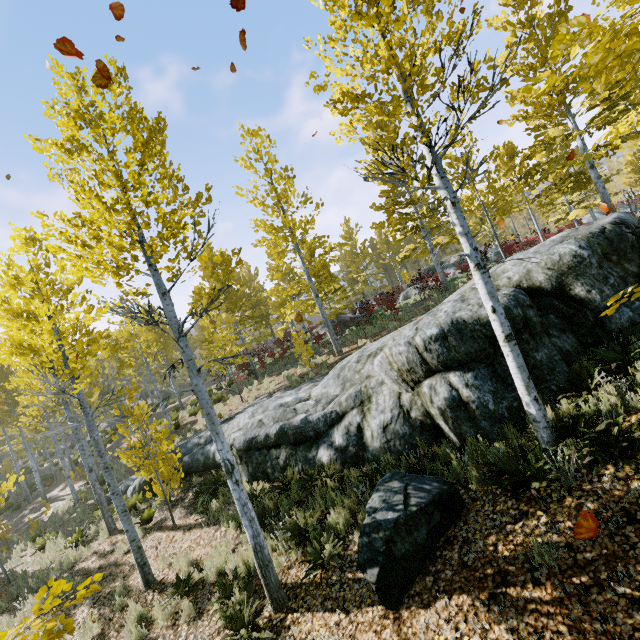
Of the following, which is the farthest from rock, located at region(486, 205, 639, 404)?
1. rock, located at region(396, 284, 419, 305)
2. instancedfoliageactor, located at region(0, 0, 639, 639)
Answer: rock, located at region(396, 284, 419, 305)

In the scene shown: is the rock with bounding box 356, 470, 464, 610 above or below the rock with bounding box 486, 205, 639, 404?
below

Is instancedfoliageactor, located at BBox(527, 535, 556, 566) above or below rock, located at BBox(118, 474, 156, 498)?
below

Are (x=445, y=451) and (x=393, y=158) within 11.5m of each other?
no

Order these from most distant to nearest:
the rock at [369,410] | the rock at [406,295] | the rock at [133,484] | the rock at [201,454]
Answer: the rock at [406,295], the rock at [133,484], the rock at [201,454], the rock at [369,410]

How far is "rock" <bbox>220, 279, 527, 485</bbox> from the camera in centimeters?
592cm

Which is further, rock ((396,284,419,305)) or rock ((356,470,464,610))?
rock ((396,284,419,305))

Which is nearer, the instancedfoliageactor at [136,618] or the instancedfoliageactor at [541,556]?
the instancedfoliageactor at [541,556]
